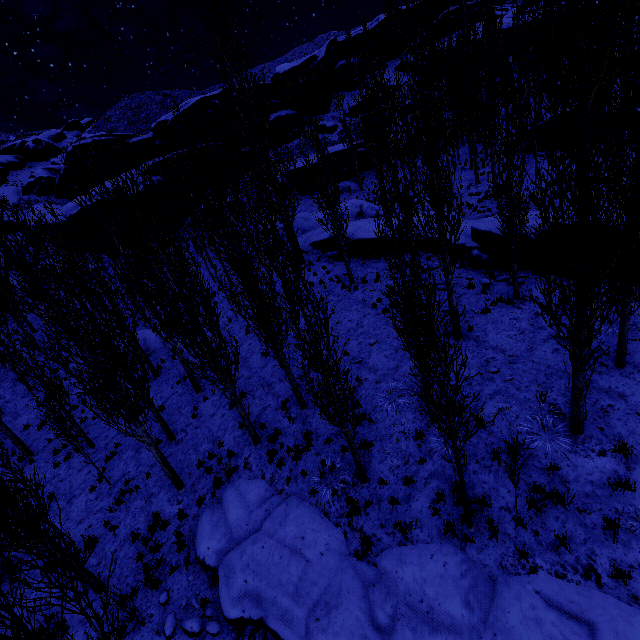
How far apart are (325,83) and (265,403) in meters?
53.0 m

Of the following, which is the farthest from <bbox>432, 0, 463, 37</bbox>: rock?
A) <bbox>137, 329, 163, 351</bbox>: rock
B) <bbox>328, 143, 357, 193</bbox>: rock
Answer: <bbox>137, 329, 163, 351</bbox>: rock

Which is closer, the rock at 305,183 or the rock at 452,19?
the rock at 305,183

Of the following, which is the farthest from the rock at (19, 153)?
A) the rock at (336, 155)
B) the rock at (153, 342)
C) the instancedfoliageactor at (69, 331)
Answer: the rock at (153, 342)

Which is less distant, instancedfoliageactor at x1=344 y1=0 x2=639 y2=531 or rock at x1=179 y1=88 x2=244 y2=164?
instancedfoliageactor at x1=344 y1=0 x2=639 y2=531

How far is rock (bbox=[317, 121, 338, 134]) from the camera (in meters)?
45.68
